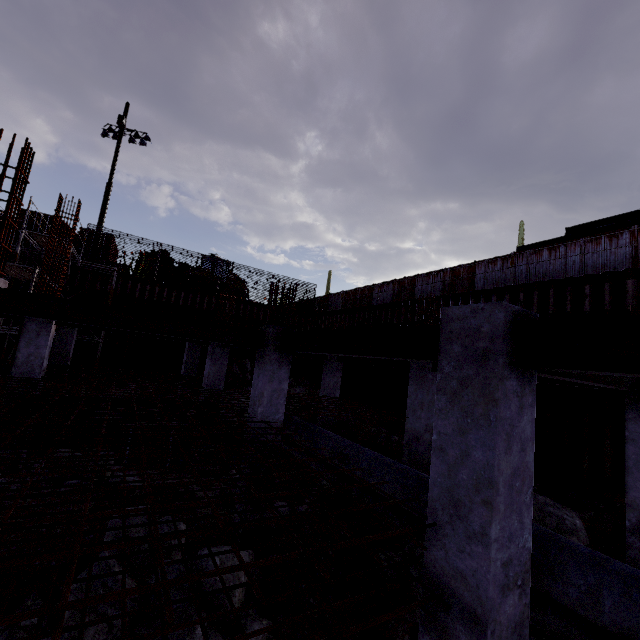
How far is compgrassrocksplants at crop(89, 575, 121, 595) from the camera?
4.06m

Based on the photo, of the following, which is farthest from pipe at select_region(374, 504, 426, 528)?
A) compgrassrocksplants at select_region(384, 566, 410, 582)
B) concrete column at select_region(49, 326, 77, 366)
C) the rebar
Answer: concrete column at select_region(49, 326, 77, 366)

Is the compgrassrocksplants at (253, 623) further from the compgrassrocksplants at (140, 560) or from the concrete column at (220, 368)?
the concrete column at (220, 368)

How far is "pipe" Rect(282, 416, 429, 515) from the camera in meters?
5.5 m

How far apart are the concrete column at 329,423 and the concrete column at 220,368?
4.4 meters

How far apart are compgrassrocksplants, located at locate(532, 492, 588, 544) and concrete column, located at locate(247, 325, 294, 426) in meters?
5.5 m

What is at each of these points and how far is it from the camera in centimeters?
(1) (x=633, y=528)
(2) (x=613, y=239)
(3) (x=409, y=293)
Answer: (1) concrete column, 528cm
(2) fence, 1194cm
(3) fence, 2031cm

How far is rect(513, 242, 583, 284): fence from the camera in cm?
1284
